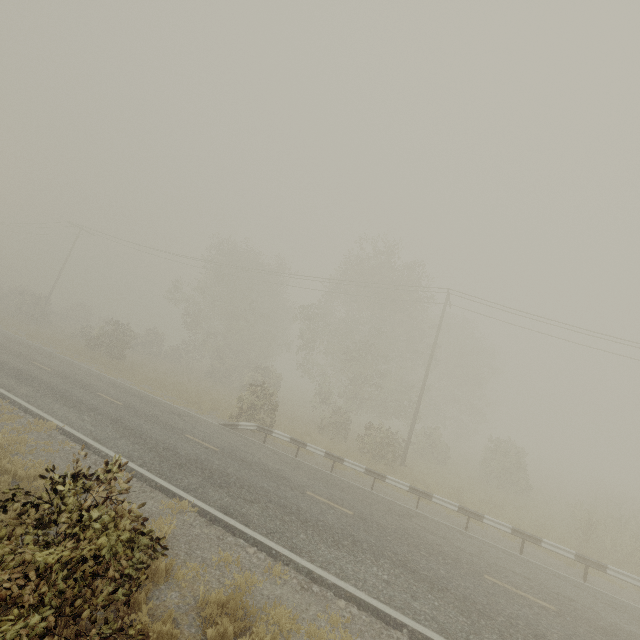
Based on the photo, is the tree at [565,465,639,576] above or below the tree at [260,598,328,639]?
above

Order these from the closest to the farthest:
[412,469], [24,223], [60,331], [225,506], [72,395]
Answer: [225,506] < [72,395] < [412,469] < [60,331] < [24,223]

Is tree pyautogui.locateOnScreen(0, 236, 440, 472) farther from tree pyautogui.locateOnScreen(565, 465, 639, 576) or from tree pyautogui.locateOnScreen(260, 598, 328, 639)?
tree pyautogui.locateOnScreen(260, 598, 328, 639)

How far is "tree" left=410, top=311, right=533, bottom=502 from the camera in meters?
22.9

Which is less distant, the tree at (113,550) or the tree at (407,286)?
the tree at (113,550)

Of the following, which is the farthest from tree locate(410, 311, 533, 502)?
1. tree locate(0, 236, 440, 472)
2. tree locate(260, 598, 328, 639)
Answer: tree locate(0, 236, 440, 472)

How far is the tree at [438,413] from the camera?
22.9 meters
